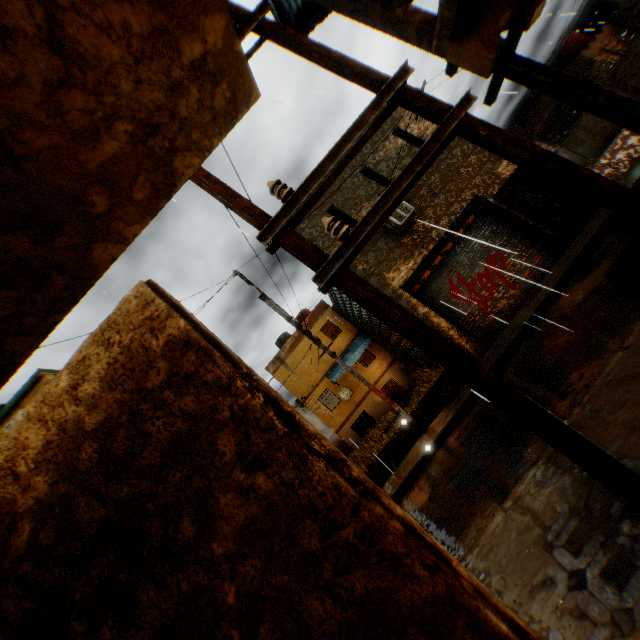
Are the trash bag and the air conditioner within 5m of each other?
yes

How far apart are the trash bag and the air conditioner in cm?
223

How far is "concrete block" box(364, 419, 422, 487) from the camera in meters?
9.9 m

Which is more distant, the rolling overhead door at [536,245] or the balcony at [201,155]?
the rolling overhead door at [536,245]

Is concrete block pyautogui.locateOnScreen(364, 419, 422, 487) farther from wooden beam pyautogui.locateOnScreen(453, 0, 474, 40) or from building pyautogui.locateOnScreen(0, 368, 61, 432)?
wooden beam pyautogui.locateOnScreen(453, 0, 474, 40)

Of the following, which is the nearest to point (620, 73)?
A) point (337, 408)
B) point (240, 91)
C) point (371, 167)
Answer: point (371, 167)

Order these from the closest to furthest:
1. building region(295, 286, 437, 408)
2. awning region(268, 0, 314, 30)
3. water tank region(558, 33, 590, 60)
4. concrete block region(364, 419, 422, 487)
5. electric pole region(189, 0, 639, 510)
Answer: electric pole region(189, 0, 639, 510) < awning region(268, 0, 314, 30) < concrete block region(364, 419, 422, 487) < building region(295, 286, 437, 408) < water tank region(558, 33, 590, 60)

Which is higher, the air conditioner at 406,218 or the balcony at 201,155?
the air conditioner at 406,218
